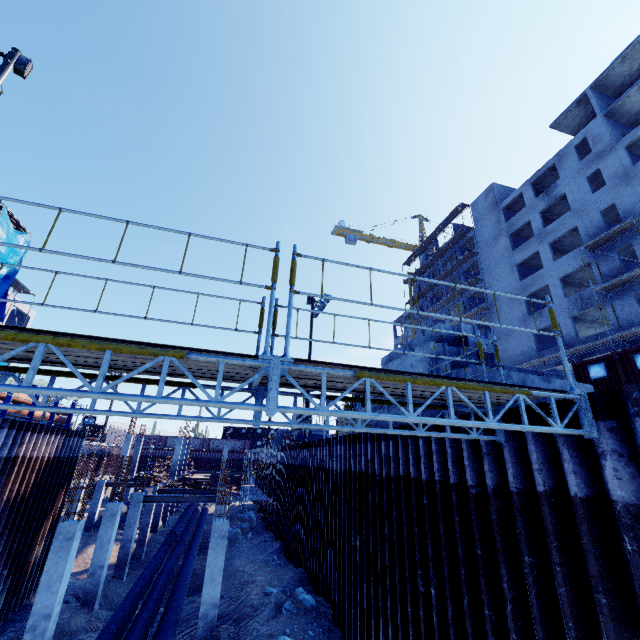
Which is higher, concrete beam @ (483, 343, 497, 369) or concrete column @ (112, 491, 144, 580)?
concrete beam @ (483, 343, 497, 369)

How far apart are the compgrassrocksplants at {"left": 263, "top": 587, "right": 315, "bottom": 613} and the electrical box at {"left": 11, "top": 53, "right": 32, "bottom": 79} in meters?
20.3 m

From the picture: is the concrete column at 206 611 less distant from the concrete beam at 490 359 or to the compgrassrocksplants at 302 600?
the compgrassrocksplants at 302 600

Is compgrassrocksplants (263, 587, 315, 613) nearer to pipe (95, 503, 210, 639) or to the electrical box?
pipe (95, 503, 210, 639)

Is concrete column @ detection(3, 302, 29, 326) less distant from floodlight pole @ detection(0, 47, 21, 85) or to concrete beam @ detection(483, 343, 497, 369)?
floodlight pole @ detection(0, 47, 21, 85)

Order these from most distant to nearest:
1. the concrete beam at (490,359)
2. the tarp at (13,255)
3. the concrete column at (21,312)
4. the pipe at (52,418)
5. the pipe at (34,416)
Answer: the concrete column at (21,312), the tarp at (13,255), the pipe at (52,418), the pipe at (34,416), the concrete beam at (490,359)

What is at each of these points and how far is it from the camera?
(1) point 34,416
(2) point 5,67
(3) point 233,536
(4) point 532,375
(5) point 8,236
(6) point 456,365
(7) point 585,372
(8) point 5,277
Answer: (1) pipe, 14.2 meters
(2) floodlight pole, 10.5 meters
(3) compgrassrocksplants, 23.6 meters
(4) concrete beam, 7.7 meters
(5) tarp, 24.7 meters
(6) concrete beam, 7.7 meters
(7) cargo container, 19.3 meters
(8) tarp, 25.1 meters

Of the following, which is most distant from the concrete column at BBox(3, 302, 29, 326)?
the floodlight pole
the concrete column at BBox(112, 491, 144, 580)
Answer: the concrete column at BBox(112, 491, 144, 580)
